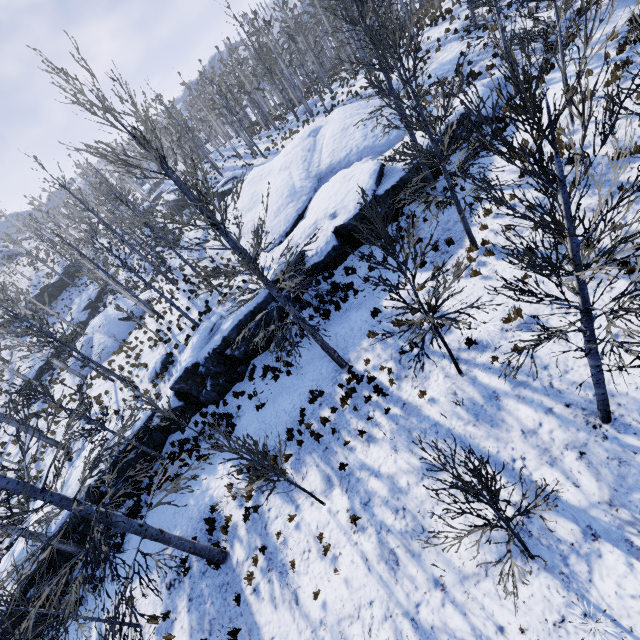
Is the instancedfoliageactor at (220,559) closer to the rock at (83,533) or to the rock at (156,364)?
the rock at (83,533)

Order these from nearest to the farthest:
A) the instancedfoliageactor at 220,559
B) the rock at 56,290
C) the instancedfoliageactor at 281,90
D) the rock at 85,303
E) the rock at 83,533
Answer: the instancedfoliageactor at 281,90
the instancedfoliageactor at 220,559
the rock at 83,533
the rock at 85,303
the rock at 56,290

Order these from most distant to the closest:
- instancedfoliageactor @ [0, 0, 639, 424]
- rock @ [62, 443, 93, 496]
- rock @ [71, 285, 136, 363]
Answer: rock @ [71, 285, 136, 363], rock @ [62, 443, 93, 496], instancedfoliageactor @ [0, 0, 639, 424]

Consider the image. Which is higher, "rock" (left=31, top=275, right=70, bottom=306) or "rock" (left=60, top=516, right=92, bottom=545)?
"rock" (left=31, top=275, right=70, bottom=306)

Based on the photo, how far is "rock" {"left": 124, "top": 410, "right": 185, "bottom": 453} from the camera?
14.25m

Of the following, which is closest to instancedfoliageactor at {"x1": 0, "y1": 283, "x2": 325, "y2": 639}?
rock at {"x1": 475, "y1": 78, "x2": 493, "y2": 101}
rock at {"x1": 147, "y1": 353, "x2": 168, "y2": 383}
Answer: rock at {"x1": 475, "y1": 78, "x2": 493, "y2": 101}

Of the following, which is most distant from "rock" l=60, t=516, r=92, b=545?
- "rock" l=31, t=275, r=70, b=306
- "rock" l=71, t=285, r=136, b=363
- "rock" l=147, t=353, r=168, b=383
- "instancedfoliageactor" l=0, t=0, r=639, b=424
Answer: "rock" l=31, t=275, r=70, b=306

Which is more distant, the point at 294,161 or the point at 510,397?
the point at 294,161
